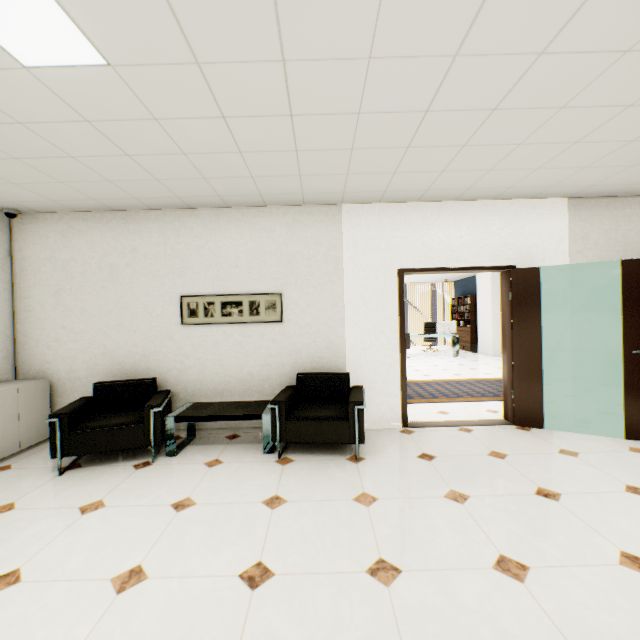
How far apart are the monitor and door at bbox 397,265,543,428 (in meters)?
6.99

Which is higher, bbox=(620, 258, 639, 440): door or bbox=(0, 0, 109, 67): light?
bbox=(0, 0, 109, 67): light

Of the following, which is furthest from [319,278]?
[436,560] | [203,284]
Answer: [436,560]

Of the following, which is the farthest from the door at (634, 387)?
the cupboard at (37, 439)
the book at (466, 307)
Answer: the book at (466, 307)

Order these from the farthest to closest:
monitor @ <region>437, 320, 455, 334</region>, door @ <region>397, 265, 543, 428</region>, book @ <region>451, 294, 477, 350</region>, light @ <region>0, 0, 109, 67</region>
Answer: book @ <region>451, 294, 477, 350</region> → monitor @ <region>437, 320, 455, 334</region> → door @ <region>397, 265, 543, 428</region> → light @ <region>0, 0, 109, 67</region>

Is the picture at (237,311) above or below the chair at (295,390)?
above

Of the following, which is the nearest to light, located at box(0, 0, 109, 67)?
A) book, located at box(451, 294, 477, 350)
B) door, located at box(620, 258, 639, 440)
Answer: door, located at box(620, 258, 639, 440)

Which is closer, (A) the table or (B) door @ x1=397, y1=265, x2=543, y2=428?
(A) the table
